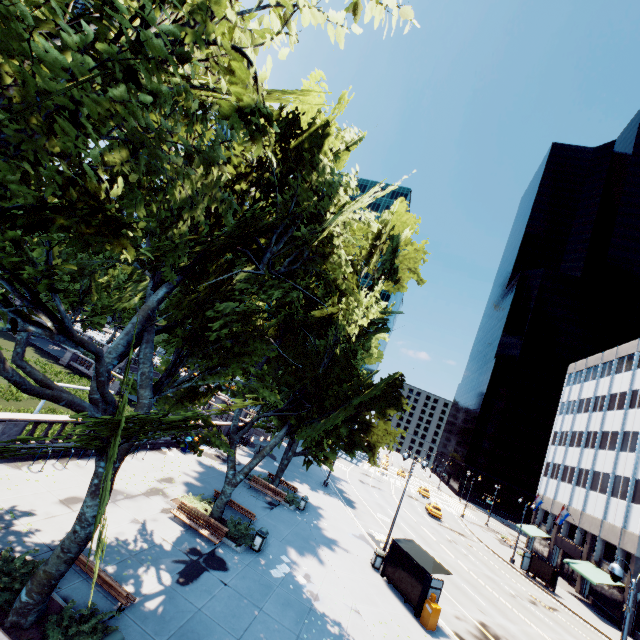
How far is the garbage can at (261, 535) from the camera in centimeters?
1625cm

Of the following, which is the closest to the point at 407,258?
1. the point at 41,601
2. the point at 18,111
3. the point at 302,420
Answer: the point at 302,420

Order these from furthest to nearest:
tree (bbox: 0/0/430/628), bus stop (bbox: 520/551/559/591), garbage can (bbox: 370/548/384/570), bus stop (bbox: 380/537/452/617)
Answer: bus stop (bbox: 520/551/559/591), garbage can (bbox: 370/548/384/570), bus stop (bbox: 380/537/452/617), tree (bbox: 0/0/430/628)

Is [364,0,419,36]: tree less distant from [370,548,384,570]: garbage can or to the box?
[370,548,384,570]: garbage can

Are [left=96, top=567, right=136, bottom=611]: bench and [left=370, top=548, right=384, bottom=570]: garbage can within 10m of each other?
no

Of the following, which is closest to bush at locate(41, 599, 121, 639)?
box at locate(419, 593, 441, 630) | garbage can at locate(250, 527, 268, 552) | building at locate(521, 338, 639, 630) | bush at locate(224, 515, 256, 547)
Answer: bush at locate(224, 515, 256, 547)

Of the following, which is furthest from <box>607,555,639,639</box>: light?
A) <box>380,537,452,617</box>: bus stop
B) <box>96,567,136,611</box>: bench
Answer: <box>96,567,136,611</box>: bench

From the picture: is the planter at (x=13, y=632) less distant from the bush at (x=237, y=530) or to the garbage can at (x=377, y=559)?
the bush at (x=237, y=530)
